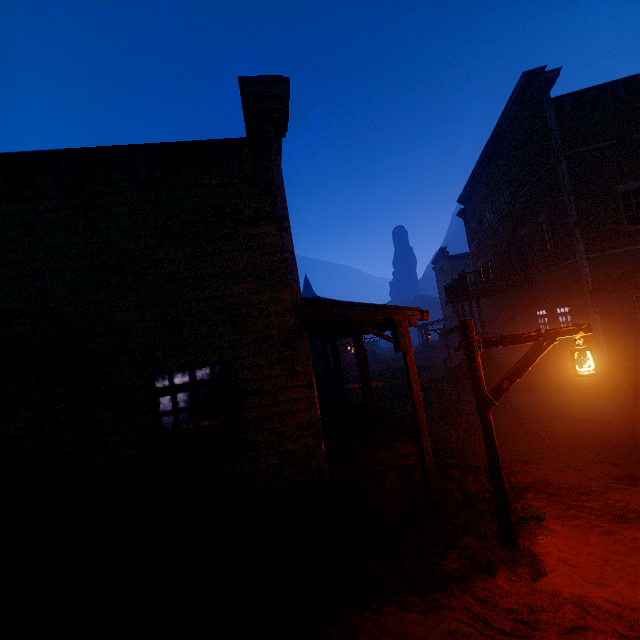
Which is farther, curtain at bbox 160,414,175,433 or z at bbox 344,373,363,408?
z at bbox 344,373,363,408

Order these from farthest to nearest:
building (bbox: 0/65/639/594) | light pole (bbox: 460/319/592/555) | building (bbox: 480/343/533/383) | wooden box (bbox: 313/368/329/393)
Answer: wooden box (bbox: 313/368/329/393)
building (bbox: 480/343/533/383)
building (bbox: 0/65/639/594)
light pole (bbox: 460/319/592/555)

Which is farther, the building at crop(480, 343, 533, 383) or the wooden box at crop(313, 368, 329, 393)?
the wooden box at crop(313, 368, 329, 393)

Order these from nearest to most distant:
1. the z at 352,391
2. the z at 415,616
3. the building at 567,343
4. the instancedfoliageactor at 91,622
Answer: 1. the instancedfoliageactor at 91,622
2. the z at 415,616
3. the building at 567,343
4. the z at 352,391

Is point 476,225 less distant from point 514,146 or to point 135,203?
point 514,146

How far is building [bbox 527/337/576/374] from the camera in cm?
1372

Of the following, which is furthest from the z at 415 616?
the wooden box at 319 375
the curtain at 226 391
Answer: the curtain at 226 391

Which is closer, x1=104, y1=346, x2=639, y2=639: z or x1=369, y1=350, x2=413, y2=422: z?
x1=104, y1=346, x2=639, y2=639: z
